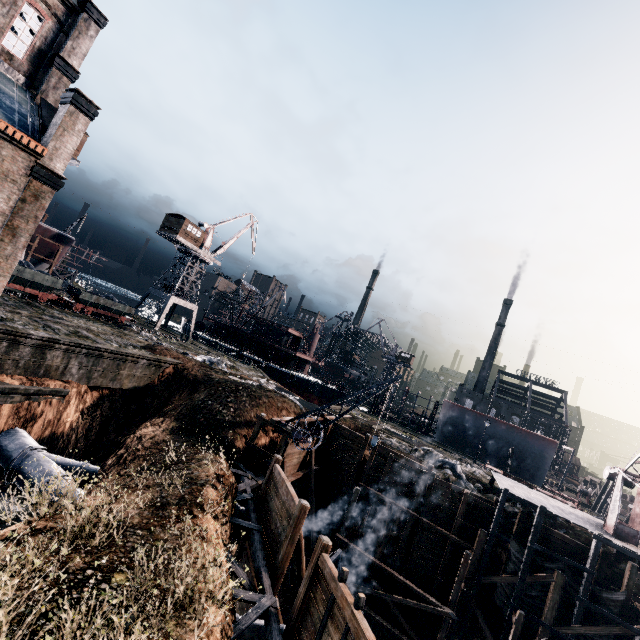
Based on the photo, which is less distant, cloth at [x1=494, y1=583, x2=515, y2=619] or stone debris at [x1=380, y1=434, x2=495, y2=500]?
cloth at [x1=494, y1=583, x2=515, y2=619]

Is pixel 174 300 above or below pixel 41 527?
above

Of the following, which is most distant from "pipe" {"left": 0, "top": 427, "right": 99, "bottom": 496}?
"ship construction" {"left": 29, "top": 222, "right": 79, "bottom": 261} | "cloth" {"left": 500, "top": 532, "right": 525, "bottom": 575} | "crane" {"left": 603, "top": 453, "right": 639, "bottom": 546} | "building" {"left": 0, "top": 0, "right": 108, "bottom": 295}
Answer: "ship construction" {"left": 29, "top": 222, "right": 79, "bottom": 261}

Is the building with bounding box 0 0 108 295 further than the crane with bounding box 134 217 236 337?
No

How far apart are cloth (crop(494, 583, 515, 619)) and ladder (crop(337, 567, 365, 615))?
17.86m

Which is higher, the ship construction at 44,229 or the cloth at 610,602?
the ship construction at 44,229

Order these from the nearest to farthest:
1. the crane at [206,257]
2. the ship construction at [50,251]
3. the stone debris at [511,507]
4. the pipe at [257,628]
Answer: the pipe at [257,628]
the stone debris at [511,507]
the ship construction at [50,251]
the crane at [206,257]

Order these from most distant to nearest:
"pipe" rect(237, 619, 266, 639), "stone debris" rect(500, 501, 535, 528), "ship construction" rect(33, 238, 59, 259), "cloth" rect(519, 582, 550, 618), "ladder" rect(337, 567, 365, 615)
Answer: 1. "ship construction" rect(33, 238, 59, 259)
2. "stone debris" rect(500, 501, 535, 528)
3. "cloth" rect(519, 582, 550, 618)
4. "pipe" rect(237, 619, 266, 639)
5. "ladder" rect(337, 567, 365, 615)
